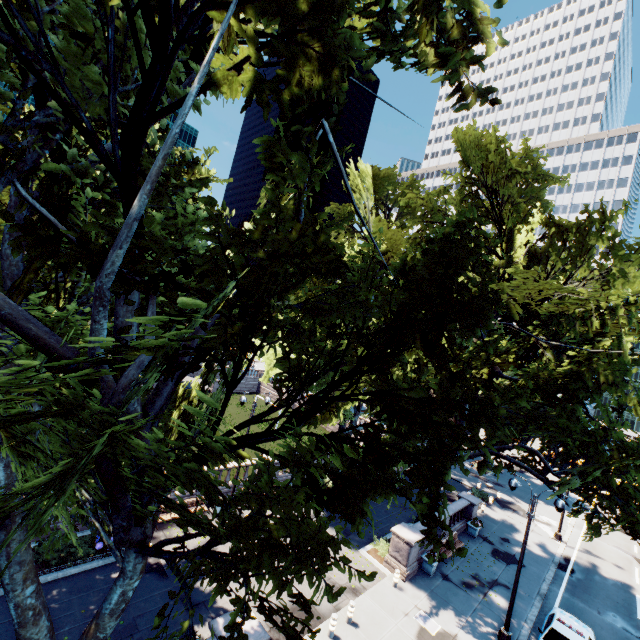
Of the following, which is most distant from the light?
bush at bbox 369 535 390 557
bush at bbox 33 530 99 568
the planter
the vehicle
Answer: bush at bbox 369 535 390 557

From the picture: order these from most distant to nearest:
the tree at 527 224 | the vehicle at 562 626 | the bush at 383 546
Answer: the bush at 383 546 → the vehicle at 562 626 → the tree at 527 224

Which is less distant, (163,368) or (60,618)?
(163,368)

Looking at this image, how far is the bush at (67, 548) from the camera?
13.3 meters

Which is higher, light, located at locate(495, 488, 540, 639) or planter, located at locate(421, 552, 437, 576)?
light, located at locate(495, 488, 540, 639)

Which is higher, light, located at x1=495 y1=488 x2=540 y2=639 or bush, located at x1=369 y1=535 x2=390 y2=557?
light, located at x1=495 y1=488 x2=540 y2=639

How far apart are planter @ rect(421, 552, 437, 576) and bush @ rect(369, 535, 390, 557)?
1.6m

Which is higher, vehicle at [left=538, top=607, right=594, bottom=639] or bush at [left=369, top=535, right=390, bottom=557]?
vehicle at [left=538, top=607, right=594, bottom=639]
